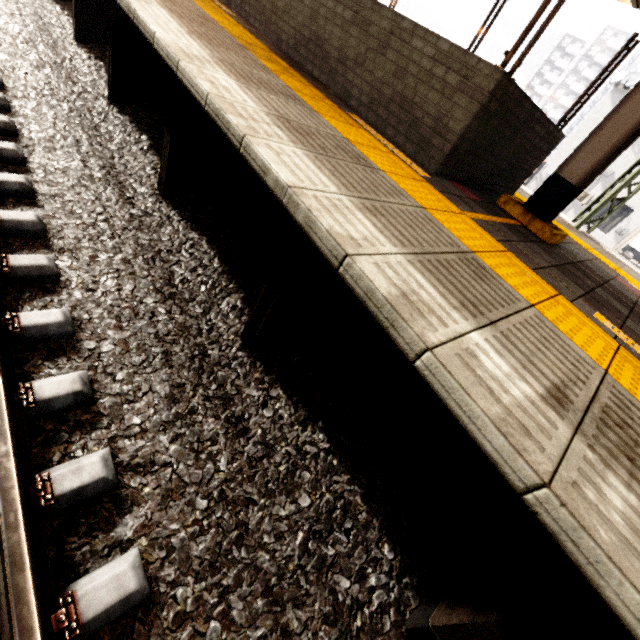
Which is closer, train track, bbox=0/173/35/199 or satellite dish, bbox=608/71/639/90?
train track, bbox=0/173/35/199

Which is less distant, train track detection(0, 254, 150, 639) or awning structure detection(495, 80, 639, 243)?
train track detection(0, 254, 150, 639)

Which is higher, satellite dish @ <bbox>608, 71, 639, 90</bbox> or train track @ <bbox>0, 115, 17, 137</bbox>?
satellite dish @ <bbox>608, 71, 639, 90</bbox>

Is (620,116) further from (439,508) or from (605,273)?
(439,508)

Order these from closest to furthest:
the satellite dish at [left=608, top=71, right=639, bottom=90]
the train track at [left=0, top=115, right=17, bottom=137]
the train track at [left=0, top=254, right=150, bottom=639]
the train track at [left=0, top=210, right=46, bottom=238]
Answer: the train track at [left=0, top=254, right=150, bottom=639] < the train track at [left=0, top=210, right=46, bottom=238] < the train track at [left=0, top=115, right=17, bottom=137] < the satellite dish at [left=608, top=71, right=639, bottom=90]

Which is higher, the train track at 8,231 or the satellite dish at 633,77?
the satellite dish at 633,77

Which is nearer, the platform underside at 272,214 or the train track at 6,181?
the platform underside at 272,214
